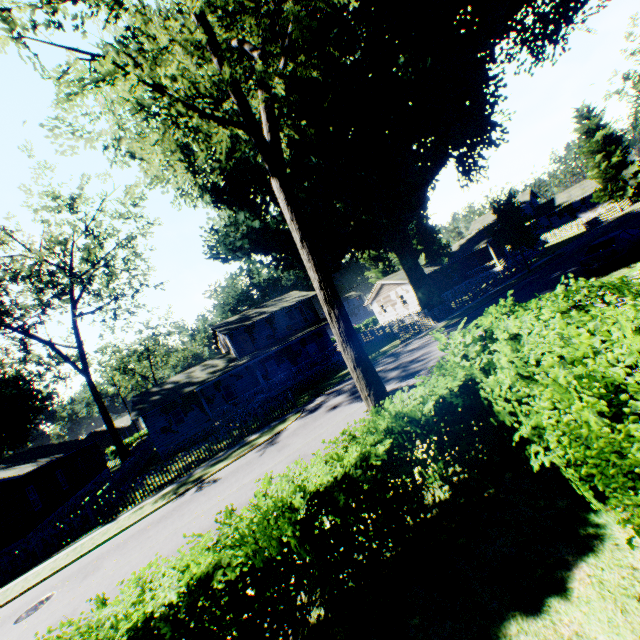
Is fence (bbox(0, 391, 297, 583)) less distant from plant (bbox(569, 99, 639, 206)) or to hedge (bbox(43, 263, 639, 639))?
plant (bbox(569, 99, 639, 206))

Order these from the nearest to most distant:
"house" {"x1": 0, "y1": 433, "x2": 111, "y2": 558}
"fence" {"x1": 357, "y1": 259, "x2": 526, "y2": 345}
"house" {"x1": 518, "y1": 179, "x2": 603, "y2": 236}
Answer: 1. "house" {"x1": 0, "y1": 433, "x2": 111, "y2": 558}
2. "fence" {"x1": 357, "y1": 259, "x2": 526, "y2": 345}
3. "house" {"x1": 518, "y1": 179, "x2": 603, "y2": 236}

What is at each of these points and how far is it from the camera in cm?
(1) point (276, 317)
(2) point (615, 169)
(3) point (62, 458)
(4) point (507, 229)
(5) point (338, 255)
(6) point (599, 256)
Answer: (1) house, 3525
(2) plant, 4488
(3) house, 2752
(4) plant, 2891
(5) plant, 2731
(6) car, 1669

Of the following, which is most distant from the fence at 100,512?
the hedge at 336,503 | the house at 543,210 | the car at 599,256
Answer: the car at 599,256

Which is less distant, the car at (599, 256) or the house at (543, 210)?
the car at (599, 256)

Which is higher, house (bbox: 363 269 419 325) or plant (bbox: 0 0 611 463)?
plant (bbox: 0 0 611 463)

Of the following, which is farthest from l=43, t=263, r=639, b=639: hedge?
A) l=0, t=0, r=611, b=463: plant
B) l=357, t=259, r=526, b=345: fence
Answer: l=357, t=259, r=526, b=345: fence

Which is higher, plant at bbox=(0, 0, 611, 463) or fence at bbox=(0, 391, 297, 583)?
plant at bbox=(0, 0, 611, 463)
